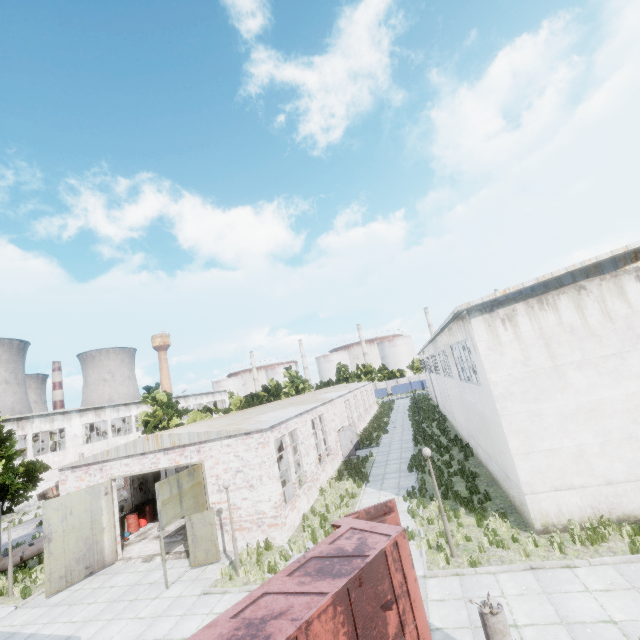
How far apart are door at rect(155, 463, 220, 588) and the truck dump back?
8.5 meters

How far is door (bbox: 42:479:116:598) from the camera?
14.2 meters

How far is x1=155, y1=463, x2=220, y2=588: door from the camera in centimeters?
1302cm

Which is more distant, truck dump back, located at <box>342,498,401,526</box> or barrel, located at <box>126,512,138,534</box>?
barrel, located at <box>126,512,138,534</box>

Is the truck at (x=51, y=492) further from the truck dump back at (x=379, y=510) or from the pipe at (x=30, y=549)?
the truck dump back at (x=379, y=510)

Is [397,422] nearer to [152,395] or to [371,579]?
[152,395]

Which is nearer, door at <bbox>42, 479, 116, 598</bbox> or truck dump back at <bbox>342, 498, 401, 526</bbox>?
truck dump back at <bbox>342, 498, 401, 526</bbox>

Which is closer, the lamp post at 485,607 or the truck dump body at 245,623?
the truck dump body at 245,623
